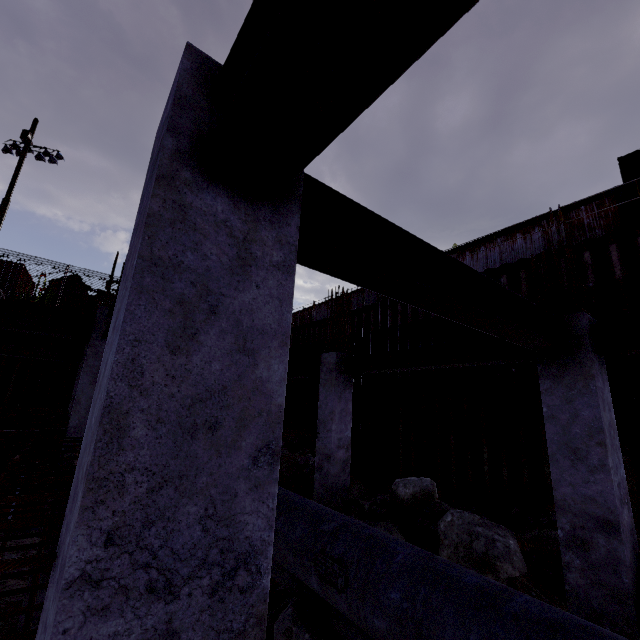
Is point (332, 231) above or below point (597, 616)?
above

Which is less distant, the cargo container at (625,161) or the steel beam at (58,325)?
the steel beam at (58,325)

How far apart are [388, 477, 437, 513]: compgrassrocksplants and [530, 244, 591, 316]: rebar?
4.22m

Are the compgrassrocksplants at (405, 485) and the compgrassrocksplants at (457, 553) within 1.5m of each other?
yes

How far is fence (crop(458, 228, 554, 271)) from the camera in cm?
1130

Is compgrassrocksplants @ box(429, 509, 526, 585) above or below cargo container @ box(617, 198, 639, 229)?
below

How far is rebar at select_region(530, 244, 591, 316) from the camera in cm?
440
